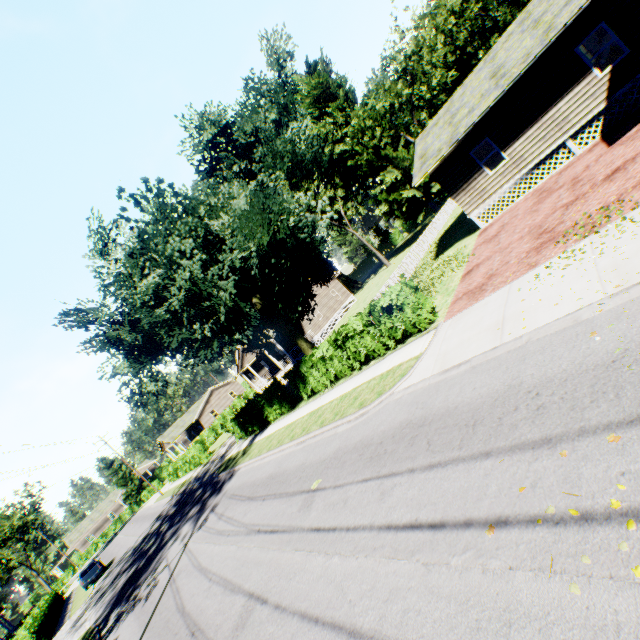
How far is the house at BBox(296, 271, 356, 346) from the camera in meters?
38.2 m

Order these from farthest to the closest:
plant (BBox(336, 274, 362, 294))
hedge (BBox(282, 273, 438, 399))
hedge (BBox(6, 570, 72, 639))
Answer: plant (BBox(336, 274, 362, 294)) < hedge (BBox(6, 570, 72, 639)) < hedge (BBox(282, 273, 438, 399))

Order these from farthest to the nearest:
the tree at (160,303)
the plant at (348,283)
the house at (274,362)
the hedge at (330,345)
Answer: the plant at (348,283), the house at (274,362), the tree at (160,303), the hedge at (330,345)

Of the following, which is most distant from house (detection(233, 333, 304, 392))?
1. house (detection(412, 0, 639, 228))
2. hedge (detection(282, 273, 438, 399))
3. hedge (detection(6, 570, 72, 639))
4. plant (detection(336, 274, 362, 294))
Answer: hedge (detection(6, 570, 72, 639))

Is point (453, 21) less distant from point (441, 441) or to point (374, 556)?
point (441, 441)

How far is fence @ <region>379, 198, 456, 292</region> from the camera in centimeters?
2358cm

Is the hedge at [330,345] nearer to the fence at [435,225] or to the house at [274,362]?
the fence at [435,225]

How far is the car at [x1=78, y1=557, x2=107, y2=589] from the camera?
29.1m
